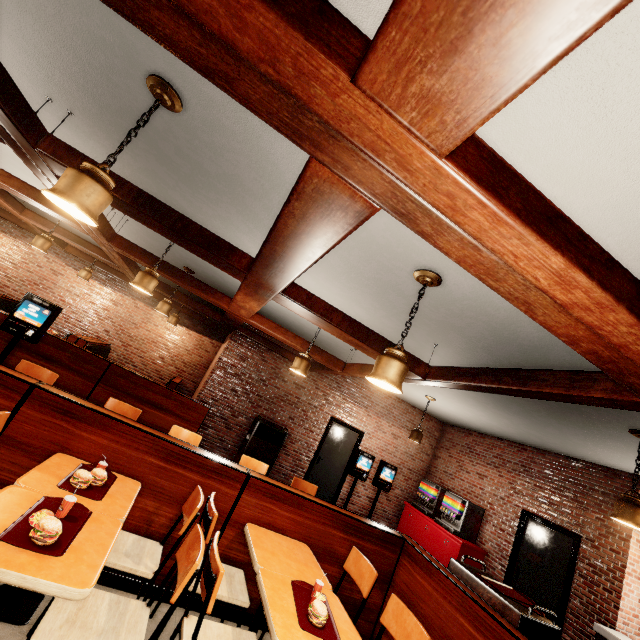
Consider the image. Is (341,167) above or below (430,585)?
above
